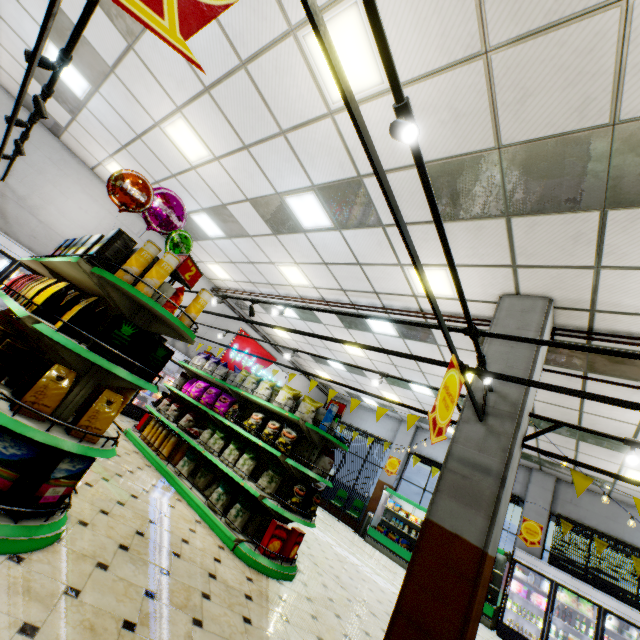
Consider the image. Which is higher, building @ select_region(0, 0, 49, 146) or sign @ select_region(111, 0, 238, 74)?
building @ select_region(0, 0, 49, 146)

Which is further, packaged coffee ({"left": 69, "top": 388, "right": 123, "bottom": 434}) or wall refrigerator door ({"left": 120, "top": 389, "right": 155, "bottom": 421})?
wall refrigerator door ({"left": 120, "top": 389, "right": 155, "bottom": 421})

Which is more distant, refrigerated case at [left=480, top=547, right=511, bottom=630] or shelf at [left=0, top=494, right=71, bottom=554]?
refrigerated case at [left=480, top=547, right=511, bottom=630]

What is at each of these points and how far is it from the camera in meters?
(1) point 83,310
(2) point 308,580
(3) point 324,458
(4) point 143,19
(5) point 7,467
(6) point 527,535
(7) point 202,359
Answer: (1) packaged coffee, 2.8 m
(2) building, 4.8 m
(3) packaged chips, 5.0 m
(4) sign, 0.9 m
(5) boxed tea, 2.2 m
(6) sign, 10.5 m
(7) packaged chips, 7.5 m

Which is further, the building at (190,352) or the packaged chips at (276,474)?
the building at (190,352)

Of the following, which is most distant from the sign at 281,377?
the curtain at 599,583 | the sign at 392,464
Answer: the curtain at 599,583

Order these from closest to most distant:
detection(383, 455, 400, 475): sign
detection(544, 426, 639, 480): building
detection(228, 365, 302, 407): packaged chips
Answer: detection(228, 365, 302, 407): packaged chips < detection(544, 426, 639, 480): building < detection(383, 455, 400, 475): sign

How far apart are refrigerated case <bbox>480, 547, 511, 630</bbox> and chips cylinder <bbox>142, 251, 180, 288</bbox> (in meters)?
12.36
